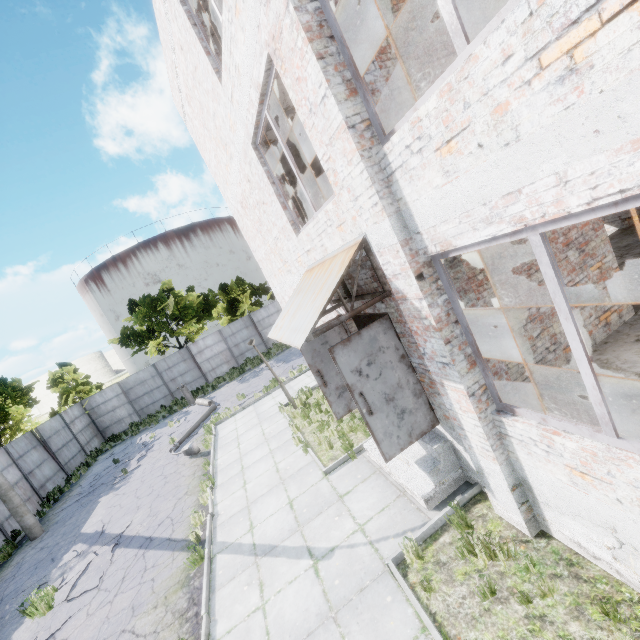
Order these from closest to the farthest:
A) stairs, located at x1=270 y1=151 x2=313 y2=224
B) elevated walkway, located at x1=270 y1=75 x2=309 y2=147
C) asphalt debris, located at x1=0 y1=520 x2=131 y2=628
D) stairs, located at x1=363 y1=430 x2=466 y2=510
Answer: stairs, located at x1=363 y1=430 x2=466 y2=510, elevated walkway, located at x1=270 y1=75 x2=309 y2=147, asphalt debris, located at x1=0 y1=520 x2=131 y2=628, stairs, located at x1=270 y1=151 x2=313 y2=224

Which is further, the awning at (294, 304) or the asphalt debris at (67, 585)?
the asphalt debris at (67, 585)

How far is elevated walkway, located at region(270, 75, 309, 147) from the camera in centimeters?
629cm

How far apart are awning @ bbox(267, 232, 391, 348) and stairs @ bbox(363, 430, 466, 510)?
2.8 meters

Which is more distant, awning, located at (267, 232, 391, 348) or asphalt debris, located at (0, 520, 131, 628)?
asphalt debris, located at (0, 520, 131, 628)

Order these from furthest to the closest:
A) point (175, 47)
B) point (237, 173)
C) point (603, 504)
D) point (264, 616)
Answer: point (237, 173) → point (175, 47) → point (264, 616) → point (603, 504)

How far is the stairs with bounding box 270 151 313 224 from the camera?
9.22m

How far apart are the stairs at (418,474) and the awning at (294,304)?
2.80m
